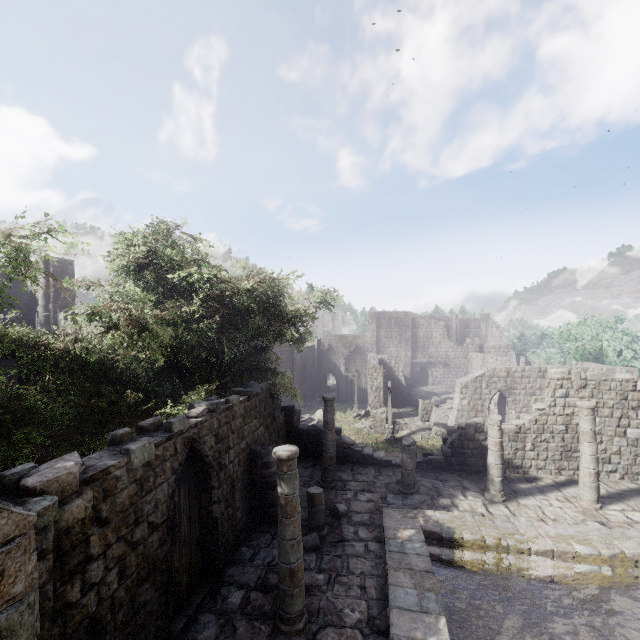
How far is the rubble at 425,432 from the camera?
26.0m

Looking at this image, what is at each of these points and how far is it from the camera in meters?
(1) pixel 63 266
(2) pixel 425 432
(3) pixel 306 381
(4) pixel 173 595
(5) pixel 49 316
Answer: (1) building, 21.1
(2) rubble, 26.6
(3) building, 45.9
(4) building, 7.4
(5) building, 20.5

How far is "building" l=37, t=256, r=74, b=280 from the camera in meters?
20.5 m

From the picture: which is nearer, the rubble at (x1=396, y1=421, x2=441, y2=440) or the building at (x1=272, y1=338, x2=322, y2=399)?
the rubble at (x1=396, y1=421, x2=441, y2=440)

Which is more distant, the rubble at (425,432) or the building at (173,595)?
the rubble at (425,432)

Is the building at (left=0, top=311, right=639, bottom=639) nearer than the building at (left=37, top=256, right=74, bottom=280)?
Yes

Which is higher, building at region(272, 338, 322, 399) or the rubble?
building at region(272, 338, 322, 399)
